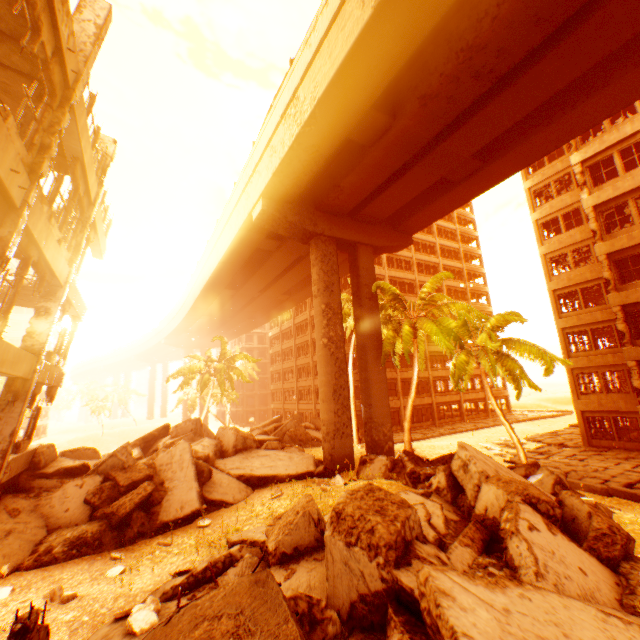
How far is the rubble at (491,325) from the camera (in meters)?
14.78

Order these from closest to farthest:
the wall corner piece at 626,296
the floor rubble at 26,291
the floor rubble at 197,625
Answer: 1. the floor rubble at 197,625
2. the floor rubble at 26,291
3. the wall corner piece at 626,296

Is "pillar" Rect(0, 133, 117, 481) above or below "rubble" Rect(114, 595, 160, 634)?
above

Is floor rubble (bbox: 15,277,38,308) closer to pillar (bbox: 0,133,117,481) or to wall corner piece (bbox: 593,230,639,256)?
pillar (bbox: 0,133,117,481)

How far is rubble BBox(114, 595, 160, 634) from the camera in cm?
502

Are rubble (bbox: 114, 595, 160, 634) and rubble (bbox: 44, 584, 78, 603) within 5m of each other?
yes

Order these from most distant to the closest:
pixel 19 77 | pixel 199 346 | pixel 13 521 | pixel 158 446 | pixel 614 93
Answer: pixel 199 346 → pixel 158 446 → pixel 614 93 → pixel 13 521 → pixel 19 77

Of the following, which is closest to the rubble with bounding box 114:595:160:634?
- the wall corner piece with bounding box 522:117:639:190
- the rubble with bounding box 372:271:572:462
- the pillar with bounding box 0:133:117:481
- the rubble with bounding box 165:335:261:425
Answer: the pillar with bounding box 0:133:117:481
